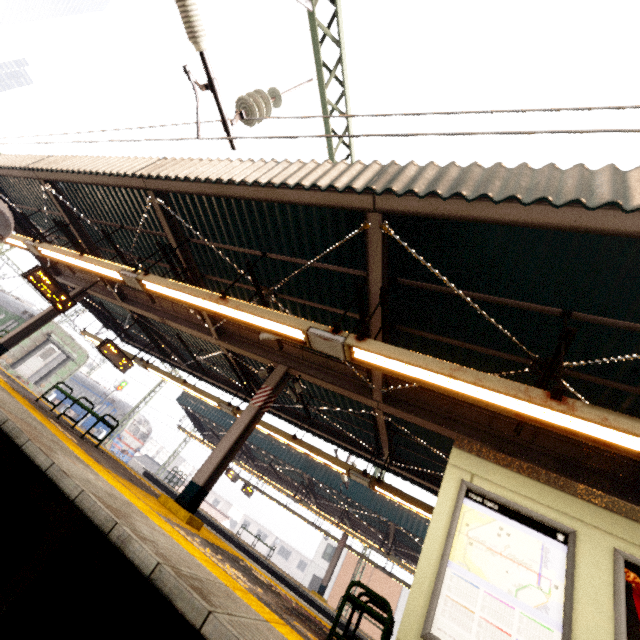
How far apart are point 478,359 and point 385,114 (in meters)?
3.90

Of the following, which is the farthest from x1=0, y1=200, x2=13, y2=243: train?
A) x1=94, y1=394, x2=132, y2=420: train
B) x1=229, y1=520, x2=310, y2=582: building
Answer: x1=229, y1=520, x2=310, y2=582: building

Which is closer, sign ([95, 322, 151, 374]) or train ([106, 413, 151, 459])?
sign ([95, 322, 151, 374])

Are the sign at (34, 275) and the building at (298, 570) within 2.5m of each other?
no

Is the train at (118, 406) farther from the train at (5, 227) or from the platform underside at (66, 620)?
the platform underside at (66, 620)

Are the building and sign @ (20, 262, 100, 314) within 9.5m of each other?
no

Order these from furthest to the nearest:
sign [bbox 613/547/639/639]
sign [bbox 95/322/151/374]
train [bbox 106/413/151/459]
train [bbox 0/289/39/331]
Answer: train [bbox 106/413/151/459] < train [bbox 0/289/39/331] < sign [bbox 95/322/151/374] < sign [bbox 613/547/639/639]

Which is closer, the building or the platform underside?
the platform underside
